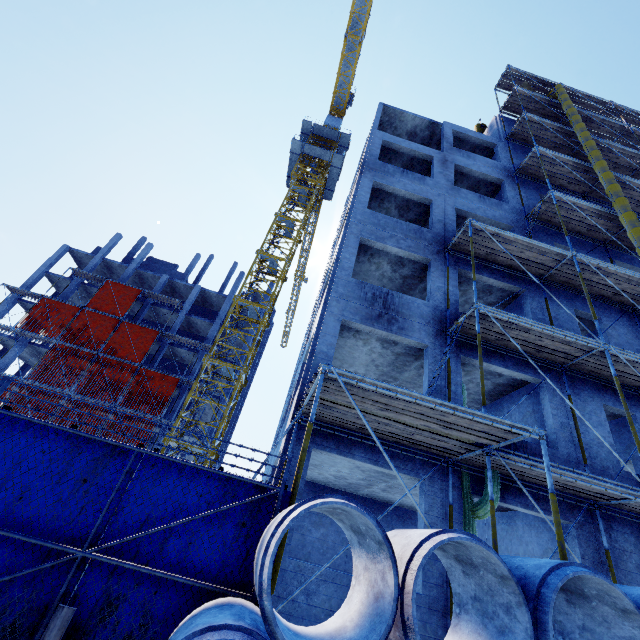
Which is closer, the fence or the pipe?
the pipe

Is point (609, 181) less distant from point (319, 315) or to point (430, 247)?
point (430, 247)

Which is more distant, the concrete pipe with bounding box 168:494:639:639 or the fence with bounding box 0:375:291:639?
the fence with bounding box 0:375:291:639

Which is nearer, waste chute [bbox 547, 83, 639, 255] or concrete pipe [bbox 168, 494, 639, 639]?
concrete pipe [bbox 168, 494, 639, 639]

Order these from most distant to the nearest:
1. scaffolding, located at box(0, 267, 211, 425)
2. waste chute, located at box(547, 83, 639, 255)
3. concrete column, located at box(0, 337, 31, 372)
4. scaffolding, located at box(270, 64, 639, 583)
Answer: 1. concrete column, located at box(0, 337, 31, 372)
2. scaffolding, located at box(0, 267, 211, 425)
3. waste chute, located at box(547, 83, 639, 255)
4. scaffolding, located at box(270, 64, 639, 583)

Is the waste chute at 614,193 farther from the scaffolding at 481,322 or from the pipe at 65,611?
the pipe at 65,611

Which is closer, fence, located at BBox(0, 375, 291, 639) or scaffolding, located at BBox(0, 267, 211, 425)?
fence, located at BBox(0, 375, 291, 639)

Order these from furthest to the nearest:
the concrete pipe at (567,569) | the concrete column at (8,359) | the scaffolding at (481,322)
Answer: the concrete column at (8,359)
the scaffolding at (481,322)
the concrete pipe at (567,569)
